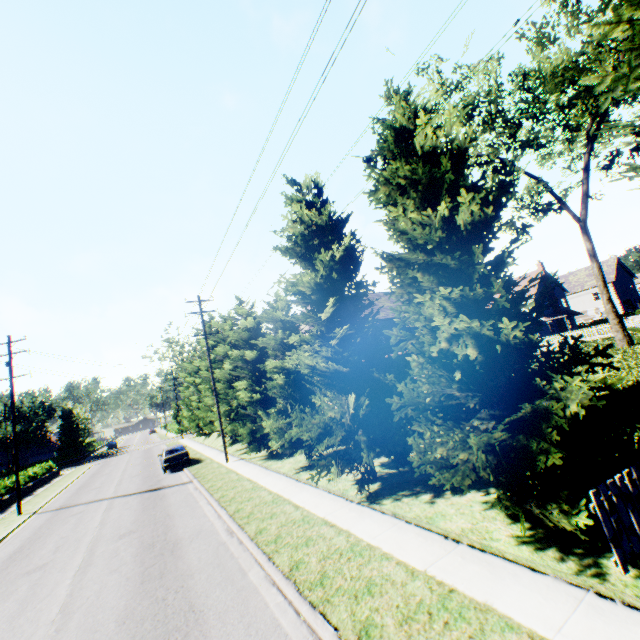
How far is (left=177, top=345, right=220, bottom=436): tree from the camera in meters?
29.8 m

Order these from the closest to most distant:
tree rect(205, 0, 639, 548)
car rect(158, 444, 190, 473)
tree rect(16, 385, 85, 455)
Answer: tree rect(205, 0, 639, 548) < car rect(158, 444, 190, 473) < tree rect(16, 385, 85, 455)

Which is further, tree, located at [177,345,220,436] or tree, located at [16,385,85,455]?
tree, located at [16,385,85,455]

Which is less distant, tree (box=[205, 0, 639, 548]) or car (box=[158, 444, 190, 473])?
tree (box=[205, 0, 639, 548])

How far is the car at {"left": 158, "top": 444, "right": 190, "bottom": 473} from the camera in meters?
23.4

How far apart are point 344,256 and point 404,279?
4.23m

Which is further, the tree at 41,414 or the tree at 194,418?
the tree at 41,414

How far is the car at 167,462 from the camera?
23.4 meters
